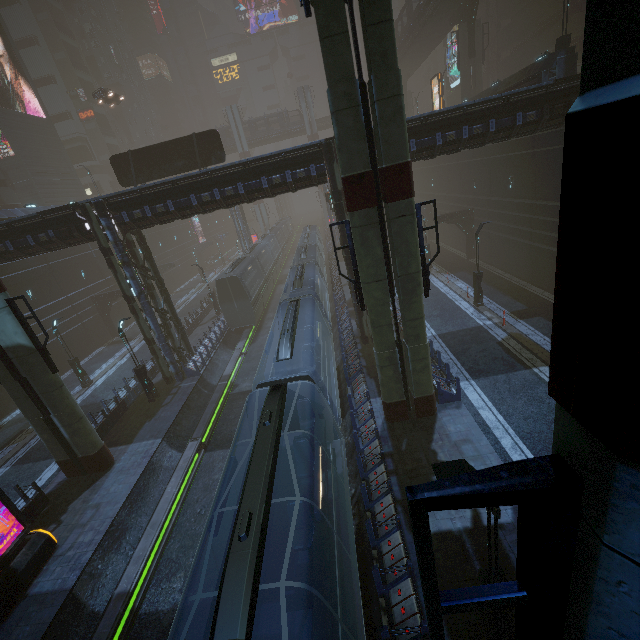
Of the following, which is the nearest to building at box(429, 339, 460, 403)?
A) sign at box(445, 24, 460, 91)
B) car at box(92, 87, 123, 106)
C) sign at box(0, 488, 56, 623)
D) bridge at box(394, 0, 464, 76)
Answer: sign at box(445, 24, 460, 91)

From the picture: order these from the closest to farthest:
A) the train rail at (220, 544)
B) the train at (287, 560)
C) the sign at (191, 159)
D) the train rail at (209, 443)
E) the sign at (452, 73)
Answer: the train at (287, 560)
the train rail at (209, 443)
the train rail at (220, 544)
the sign at (191, 159)
the sign at (452, 73)

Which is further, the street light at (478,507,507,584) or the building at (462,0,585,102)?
the building at (462,0,585,102)

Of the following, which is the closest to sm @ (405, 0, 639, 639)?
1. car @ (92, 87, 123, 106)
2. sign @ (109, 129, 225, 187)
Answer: car @ (92, 87, 123, 106)

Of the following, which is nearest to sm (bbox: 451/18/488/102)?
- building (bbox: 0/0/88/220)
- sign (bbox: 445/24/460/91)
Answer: building (bbox: 0/0/88/220)

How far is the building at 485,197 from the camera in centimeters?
1606cm

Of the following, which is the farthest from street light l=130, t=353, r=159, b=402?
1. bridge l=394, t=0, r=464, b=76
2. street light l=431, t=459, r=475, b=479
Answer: bridge l=394, t=0, r=464, b=76

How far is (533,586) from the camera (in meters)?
1.60
